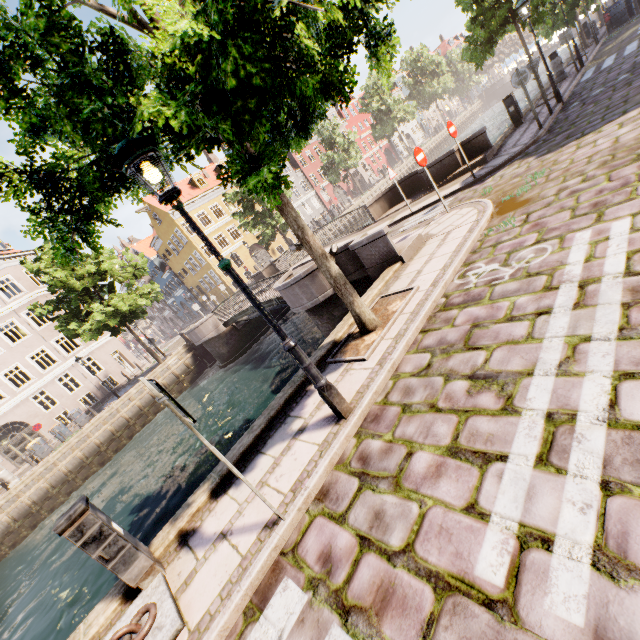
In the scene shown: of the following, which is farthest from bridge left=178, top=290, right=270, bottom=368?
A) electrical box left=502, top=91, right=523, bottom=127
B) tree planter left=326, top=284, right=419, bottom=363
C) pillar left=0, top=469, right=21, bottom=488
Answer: pillar left=0, top=469, right=21, bottom=488

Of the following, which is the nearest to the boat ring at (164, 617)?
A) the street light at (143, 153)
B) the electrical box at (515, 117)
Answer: the street light at (143, 153)

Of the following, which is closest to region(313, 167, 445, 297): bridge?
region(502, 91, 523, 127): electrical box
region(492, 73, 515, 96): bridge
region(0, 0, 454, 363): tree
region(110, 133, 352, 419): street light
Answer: region(0, 0, 454, 363): tree

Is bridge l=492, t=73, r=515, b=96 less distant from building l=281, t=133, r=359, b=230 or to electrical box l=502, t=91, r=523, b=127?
building l=281, t=133, r=359, b=230

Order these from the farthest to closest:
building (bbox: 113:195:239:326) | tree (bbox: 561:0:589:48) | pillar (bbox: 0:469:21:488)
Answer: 1. building (bbox: 113:195:239:326)
2. tree (bbox: 561:0:589:48)
3. pillar (bbox: 0:469:21:488)

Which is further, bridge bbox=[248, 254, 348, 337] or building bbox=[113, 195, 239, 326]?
building bbox=[113, 195, 239, 326]

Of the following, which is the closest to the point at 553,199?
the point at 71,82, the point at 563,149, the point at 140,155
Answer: the point at 563,149

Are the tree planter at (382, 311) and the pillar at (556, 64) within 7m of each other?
no
